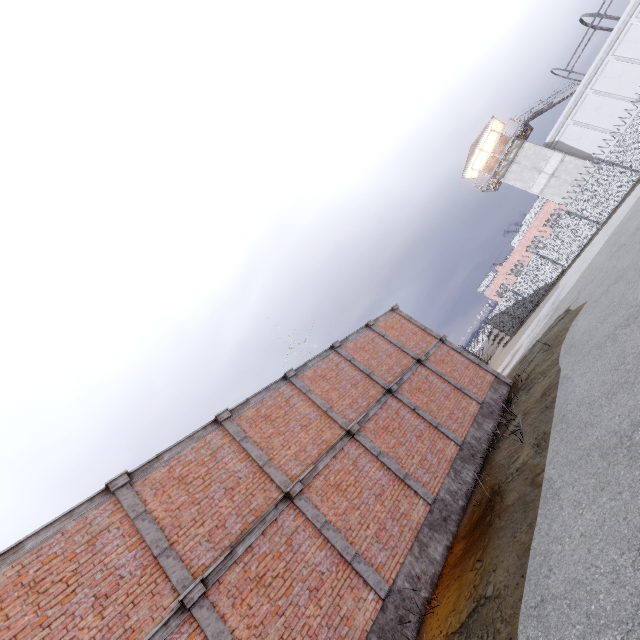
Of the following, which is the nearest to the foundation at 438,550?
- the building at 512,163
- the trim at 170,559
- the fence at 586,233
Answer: the trim at 170,559

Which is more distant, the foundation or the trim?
the foundation

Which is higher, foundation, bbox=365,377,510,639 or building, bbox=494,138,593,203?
building, bbox=494,138,593,203

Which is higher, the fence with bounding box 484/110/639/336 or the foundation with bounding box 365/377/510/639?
the fence with bounding box 484/110/639/336

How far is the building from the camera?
31.5 meters

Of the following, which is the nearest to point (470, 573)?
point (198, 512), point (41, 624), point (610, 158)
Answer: point (198, 512)

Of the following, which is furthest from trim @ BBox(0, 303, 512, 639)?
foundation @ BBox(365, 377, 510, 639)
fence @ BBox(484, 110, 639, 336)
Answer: fence @ BBox(484, 110, 639, 336)

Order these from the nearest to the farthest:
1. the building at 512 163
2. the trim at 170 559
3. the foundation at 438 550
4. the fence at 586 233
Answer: the trim at 170 559 → the foundation at 438 550 → the fence at 586 233 → the building at 512 163
